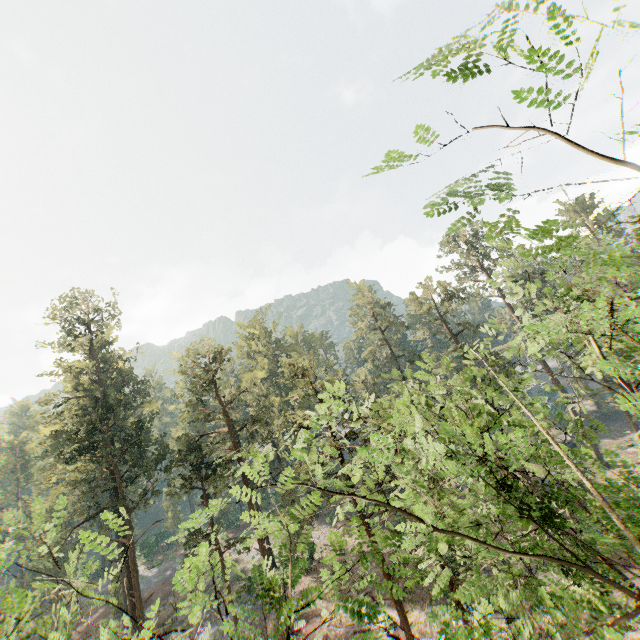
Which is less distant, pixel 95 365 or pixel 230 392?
pixel 230 392
